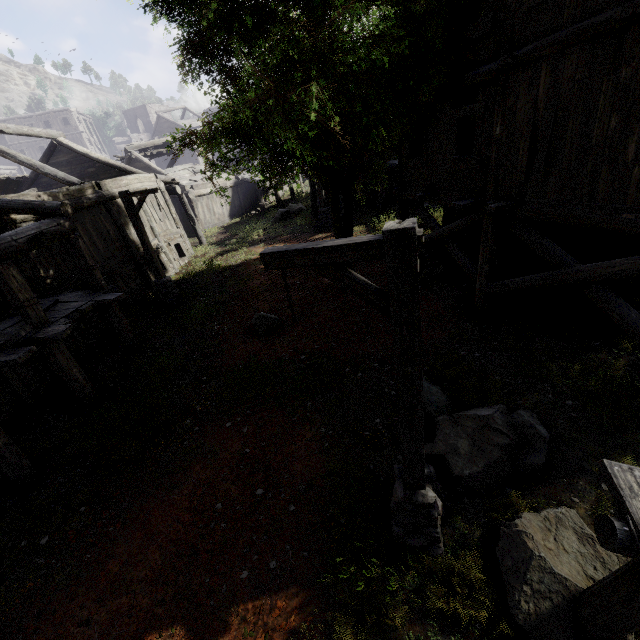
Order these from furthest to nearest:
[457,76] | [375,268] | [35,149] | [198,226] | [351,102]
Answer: [35,149], [198,226], [375,268], [457,76], [351,102]

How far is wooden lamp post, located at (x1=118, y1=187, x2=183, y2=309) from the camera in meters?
12.1

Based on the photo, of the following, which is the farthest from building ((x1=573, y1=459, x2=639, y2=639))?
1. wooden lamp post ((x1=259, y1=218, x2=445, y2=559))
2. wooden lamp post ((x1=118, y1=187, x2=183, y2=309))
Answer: wooden lamp post ((x1=259, y1=218, x2=445, y2=559))

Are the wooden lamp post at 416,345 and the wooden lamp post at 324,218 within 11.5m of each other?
no

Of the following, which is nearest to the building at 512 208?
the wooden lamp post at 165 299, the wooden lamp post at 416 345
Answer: the wooden lamp post at 165 299

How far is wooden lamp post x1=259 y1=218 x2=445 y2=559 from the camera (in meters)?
2.87

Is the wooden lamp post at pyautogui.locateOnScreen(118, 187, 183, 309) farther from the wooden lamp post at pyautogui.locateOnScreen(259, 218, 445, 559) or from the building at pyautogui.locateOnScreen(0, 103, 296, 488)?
the wooden lamp post at pyautogui.locateOnScreen(259, 218, 445, 559)

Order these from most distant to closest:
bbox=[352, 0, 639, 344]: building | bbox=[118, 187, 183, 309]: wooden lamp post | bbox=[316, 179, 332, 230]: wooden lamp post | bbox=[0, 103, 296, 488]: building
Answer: bbox=[316, 179, 332, 230]: wooden lamp post → bbox=[118, 187, 183, 309]: wooden lamp post → bbox=[0, 103, 296, 488]: building → bbox=[352, 0, 639, 344]: building
